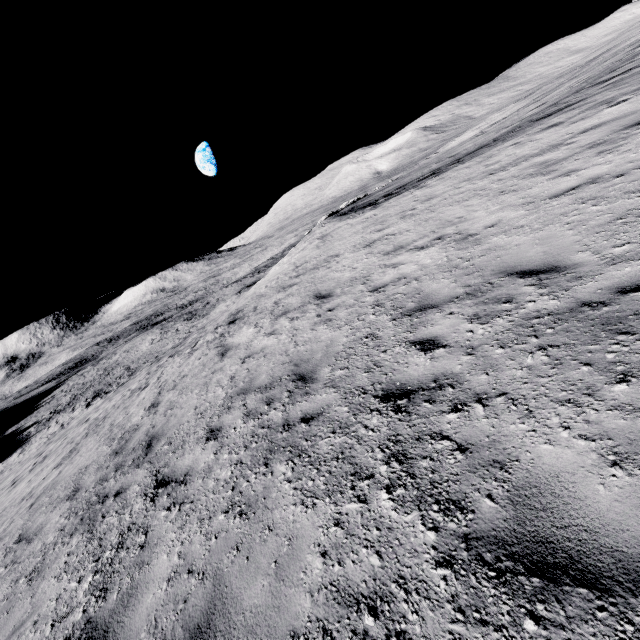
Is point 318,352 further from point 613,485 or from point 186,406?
point 613,485
